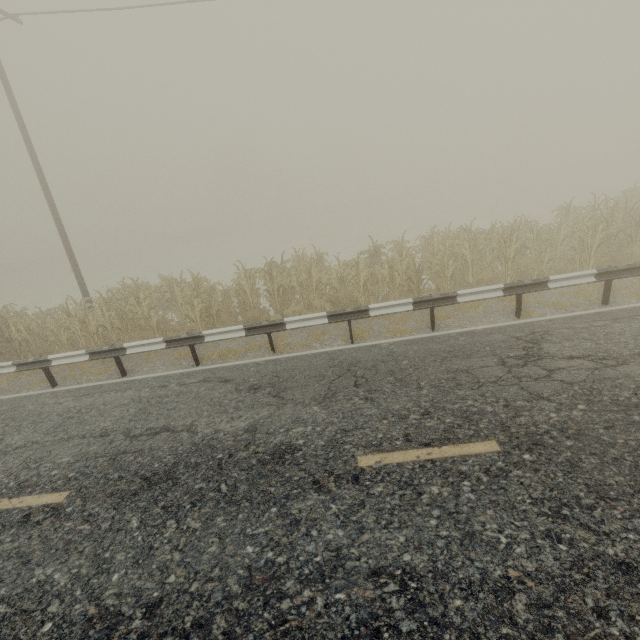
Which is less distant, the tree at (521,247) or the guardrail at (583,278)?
the guardrail at (583,278)

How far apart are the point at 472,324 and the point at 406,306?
1.8 meters

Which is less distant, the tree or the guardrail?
the guardrail
